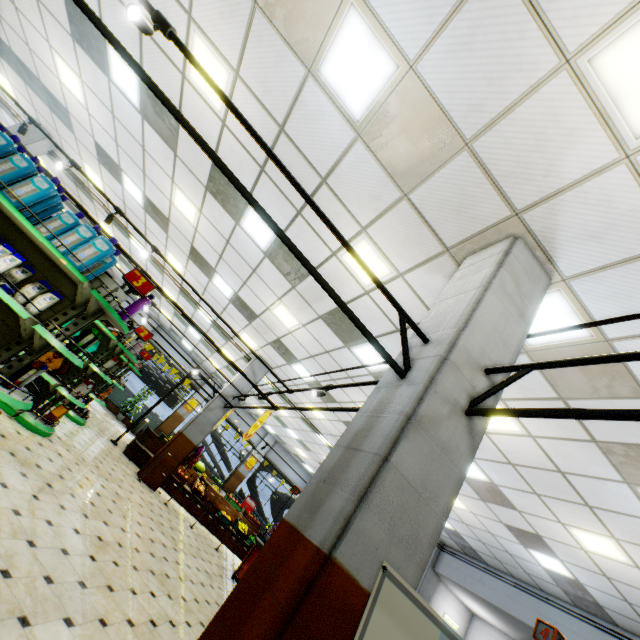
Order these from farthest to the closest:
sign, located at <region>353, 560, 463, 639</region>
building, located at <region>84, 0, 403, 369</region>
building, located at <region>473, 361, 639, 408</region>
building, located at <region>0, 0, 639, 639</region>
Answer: building, located at <region>84, 0, 403, 369</region> < building, located at <region>473, 361, 639, 408</region> < building, located at <region>0, 0, 639, 639</region> < sign, located at <region>353, 560, 463, 639</region>

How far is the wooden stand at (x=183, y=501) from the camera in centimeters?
1063cm

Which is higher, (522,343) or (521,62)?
(521,62)

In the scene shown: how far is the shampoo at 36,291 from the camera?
3.4 meters

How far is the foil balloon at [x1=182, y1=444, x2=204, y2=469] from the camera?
9.5m

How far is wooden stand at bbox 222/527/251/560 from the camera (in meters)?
10.97

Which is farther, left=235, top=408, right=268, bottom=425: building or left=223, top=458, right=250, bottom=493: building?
left=223, top=458, right=250, bottom=493: building

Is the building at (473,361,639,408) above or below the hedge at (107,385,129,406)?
above
